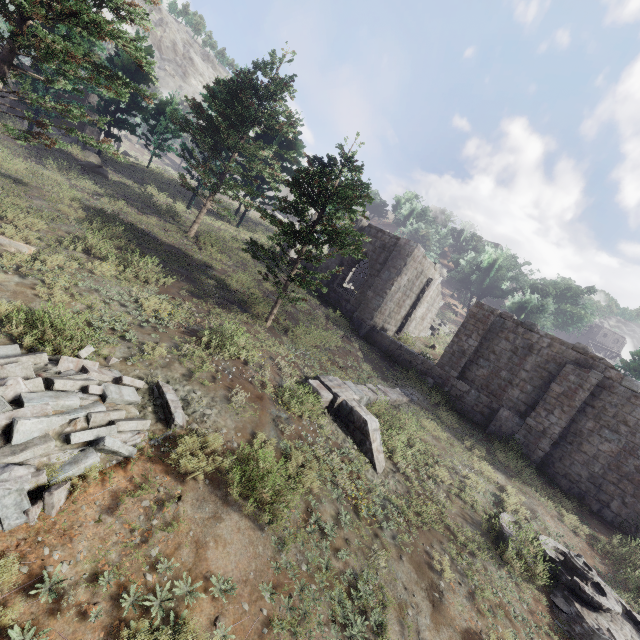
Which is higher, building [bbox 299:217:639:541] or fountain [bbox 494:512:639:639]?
building [bbox 299:217:639:541]

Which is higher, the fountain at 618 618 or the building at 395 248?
the building at 395 248

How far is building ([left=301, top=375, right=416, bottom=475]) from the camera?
9.8m

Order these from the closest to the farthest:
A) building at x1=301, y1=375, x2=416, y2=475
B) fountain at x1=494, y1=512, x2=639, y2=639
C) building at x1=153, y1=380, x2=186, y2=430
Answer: building at x1=153, y1=380, x2=186, y2=430 < fountain at x1=494, y1=512, x2=639, y2=639 < building at x1=301, y1=375, x2=416, y2=475

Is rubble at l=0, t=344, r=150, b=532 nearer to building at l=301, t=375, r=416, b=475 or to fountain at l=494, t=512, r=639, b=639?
building at l=301, t=375, r=416, b=475

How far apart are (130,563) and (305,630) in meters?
2.8

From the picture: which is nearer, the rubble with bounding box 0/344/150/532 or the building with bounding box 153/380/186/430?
the rubble with bounding box 0/344/150/532

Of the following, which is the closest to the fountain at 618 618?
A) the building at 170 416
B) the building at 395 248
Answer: the building at 395 248
